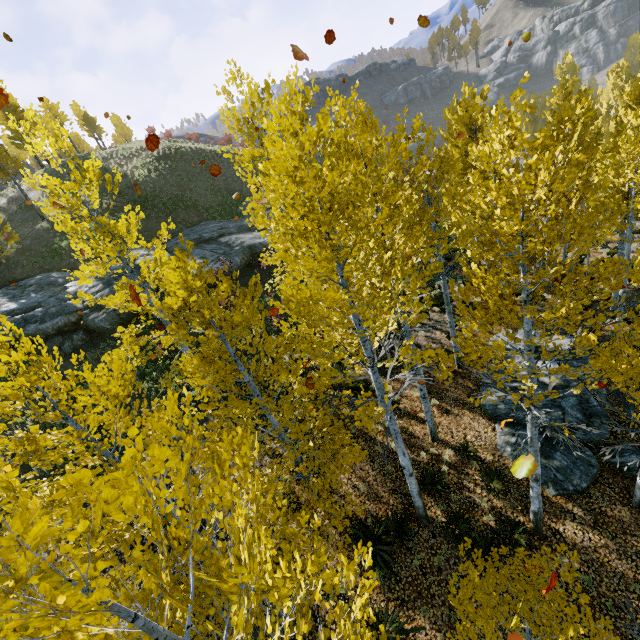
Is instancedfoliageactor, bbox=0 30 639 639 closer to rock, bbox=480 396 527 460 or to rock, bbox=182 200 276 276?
rock, bbox=480 396 527 460

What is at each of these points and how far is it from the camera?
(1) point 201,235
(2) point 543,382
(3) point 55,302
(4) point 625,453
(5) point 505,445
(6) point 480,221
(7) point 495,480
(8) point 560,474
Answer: (1) rock, 24.20m
(2) rock, 11.70m
(3) rock, 18.55m
(4) rock, 9.77m
(5) rock, 10.70m
(6) instancedfoliageactor, 14.09m
(7) instancedfoliageactor, 9.76m
(8) rock, 9.60m

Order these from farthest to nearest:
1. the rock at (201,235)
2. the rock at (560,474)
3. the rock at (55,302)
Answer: the rock at (201,235) → the rock at (55,302) → the rock at (560,474)

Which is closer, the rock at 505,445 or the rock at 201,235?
the rock at 505,445

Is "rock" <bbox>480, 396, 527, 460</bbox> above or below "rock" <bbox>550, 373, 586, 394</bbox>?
below

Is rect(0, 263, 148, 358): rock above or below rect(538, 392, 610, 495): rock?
above

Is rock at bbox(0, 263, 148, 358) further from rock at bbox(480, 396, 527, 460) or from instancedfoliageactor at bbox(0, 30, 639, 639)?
rock at bbox(480, 396, 527, 460)

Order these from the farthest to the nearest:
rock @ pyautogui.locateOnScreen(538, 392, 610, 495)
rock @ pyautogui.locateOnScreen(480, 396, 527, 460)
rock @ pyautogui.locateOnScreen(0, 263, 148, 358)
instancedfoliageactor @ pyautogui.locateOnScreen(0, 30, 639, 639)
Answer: rock @ pyautogui.locateOnScreen(0, 263, 148, 358), rock @ pyautogui.locateOnScreen(480, 396, 527, 460), rock @ pyautogui.locateOnScreen(538, 392, 610, 495), instancedfoliageactor @ pyautogui.locateOnScreen(0, 30, 639, 639)
